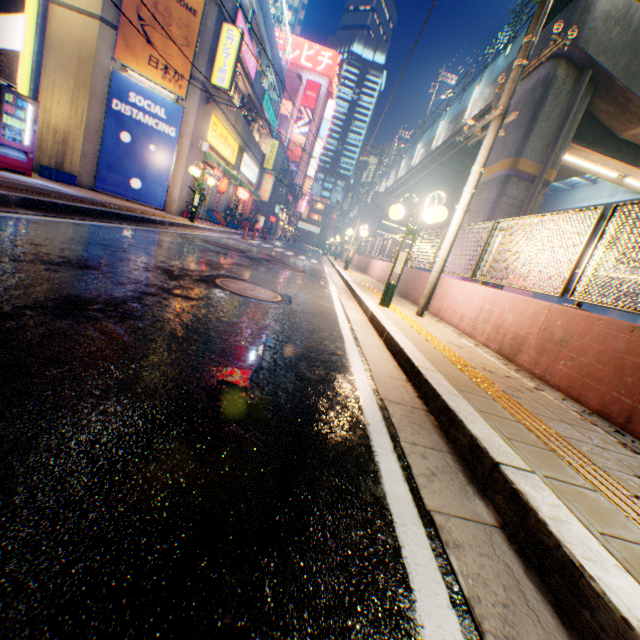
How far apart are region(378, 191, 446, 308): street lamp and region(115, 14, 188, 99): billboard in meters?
12.3 m

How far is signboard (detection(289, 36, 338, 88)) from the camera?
55.3m

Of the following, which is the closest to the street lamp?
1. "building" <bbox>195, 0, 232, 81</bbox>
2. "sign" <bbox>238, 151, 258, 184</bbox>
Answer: "building" <bbox>195, 0, 232, 81</bbox>

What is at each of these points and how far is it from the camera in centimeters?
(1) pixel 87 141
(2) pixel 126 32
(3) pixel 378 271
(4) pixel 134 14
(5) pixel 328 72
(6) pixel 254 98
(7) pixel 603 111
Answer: (1) building, 1206cm
(2) billboard, 1152cm
(3) concrete block, 1581cm
(4) billboard, 1149cm
(5) signboard, 5631cm
(6) building, 2095cm
(7) overpass support, 985cm

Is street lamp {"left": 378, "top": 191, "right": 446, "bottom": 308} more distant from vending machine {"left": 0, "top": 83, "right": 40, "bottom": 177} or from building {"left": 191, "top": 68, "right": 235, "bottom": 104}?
building {"left": 191, "top": 68, "right": 235, "bottom": 104}

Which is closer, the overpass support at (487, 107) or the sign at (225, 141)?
the overpass support at (487, 107)

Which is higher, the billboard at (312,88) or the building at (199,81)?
the billboard at (312,88)

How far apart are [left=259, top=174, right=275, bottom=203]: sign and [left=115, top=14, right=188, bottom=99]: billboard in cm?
2408
